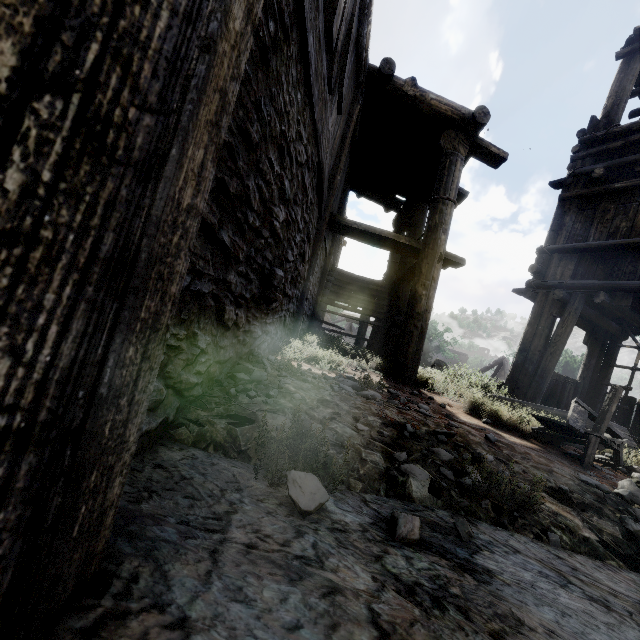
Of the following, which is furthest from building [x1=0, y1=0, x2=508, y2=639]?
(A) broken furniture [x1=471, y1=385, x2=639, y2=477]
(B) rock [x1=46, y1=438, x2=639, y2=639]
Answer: (A) broken furniture [x1=471, y1=385, x2=639, y2=477]

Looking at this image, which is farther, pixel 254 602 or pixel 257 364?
pixel 257 364

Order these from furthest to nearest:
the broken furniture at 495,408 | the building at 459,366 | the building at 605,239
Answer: the building at 459,366, the building at 605,239, the broken furniture at 495,408

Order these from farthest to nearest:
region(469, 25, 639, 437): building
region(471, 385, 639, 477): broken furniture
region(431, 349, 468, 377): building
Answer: region(431, 349, 468, 377): building → region(469, 25, 639, 437): building → region(471, 385, 639, 477): broken furniture

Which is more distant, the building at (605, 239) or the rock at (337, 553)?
the building at (605, 239)
